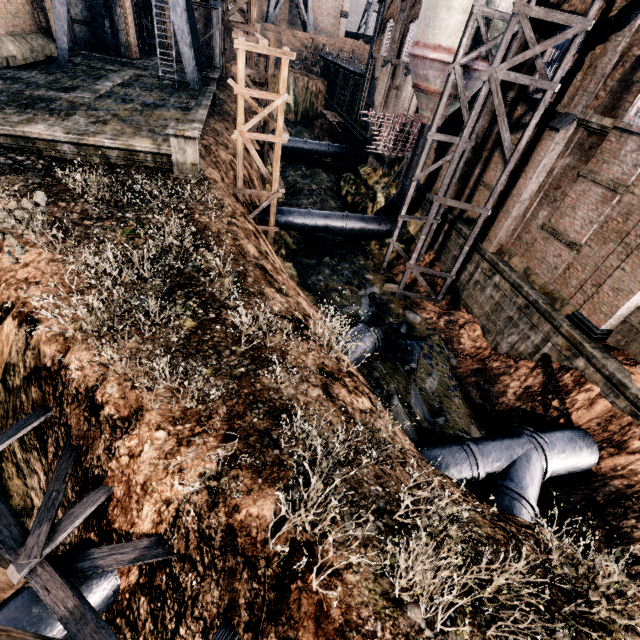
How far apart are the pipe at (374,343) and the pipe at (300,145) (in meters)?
31.09

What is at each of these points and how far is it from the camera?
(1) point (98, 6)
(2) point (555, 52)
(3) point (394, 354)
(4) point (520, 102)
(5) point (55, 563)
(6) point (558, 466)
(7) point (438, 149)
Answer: (1) crane, 26.9 meters
(2) building, 15.4 meters
(3) stone debris, 16.8 meters
(4) building, 16.9 meters
(5) wooden scaffolding, 6.5 meters
(6) pipe, 11.8 meters
(7) building, 23.7 meters

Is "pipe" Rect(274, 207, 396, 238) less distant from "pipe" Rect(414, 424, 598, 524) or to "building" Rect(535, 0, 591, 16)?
"building" Rect(535, 0, 591, 16)

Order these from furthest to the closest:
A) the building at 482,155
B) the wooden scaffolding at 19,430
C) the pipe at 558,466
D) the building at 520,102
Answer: the building at 482,155 < the building at 520,102 < the pipe at 558,466 < the wooden scaffolding at 19,430

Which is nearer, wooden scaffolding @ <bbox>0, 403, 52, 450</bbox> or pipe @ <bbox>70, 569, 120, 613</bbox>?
pipe @ <bbox>70, 569, 120, 613</bbox>

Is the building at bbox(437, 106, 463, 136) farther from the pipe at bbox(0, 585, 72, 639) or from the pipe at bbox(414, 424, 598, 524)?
the pipe at bbox(0, 585, 72, 639)

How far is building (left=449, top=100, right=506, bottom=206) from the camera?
18.47m

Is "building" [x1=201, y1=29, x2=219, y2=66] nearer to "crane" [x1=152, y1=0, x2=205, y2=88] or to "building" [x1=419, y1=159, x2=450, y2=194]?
"crane" [x1=152, y1=0, x2=205, y2=88]
